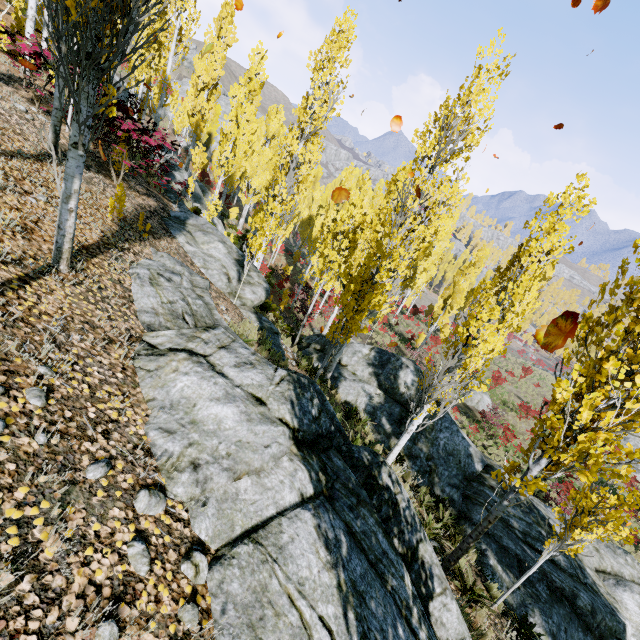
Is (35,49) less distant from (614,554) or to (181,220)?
(181,220)

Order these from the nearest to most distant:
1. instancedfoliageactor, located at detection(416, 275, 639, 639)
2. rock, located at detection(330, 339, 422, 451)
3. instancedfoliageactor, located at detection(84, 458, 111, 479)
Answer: instancedfoliageactor, located at detection(84, 458, 111, 479), instancedfoliageactor, located at detection(416, 275, 639, 639), rock, located at detection(330, 339, 422, 451)

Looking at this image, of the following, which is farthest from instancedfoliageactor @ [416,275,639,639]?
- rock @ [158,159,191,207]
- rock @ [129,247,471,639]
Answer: rock @ [158,159,191,207]

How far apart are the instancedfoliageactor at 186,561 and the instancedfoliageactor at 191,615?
0.2m

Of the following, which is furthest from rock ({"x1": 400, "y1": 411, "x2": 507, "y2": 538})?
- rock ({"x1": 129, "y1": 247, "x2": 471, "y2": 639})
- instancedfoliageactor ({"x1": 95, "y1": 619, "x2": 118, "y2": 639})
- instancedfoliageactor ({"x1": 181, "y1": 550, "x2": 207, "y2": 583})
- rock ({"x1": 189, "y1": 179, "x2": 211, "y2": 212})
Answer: rock ({"x1": 189, "y1": 179, "x2": 211, "y2": 212})

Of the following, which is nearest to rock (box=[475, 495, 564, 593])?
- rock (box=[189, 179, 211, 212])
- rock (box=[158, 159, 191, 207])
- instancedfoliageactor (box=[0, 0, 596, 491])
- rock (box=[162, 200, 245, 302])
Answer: instancedfoliageactor (box=[0, 0, 596, 491])

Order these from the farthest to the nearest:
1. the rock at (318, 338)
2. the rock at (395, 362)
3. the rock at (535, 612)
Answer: the rock at (318, 338) < the rock at (395, 362) < the rock at (535, 612)

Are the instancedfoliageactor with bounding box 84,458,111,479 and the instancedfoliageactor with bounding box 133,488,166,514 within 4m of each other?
yes
